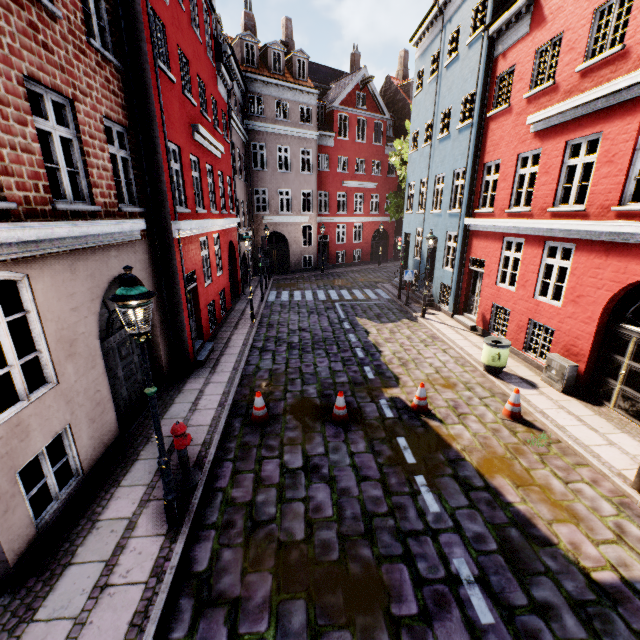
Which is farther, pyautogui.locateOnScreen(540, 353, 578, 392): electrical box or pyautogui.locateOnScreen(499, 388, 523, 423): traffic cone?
pyautogui.locateOnScreen(540, 353, 578, 392): electrical box

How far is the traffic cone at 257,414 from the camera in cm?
747

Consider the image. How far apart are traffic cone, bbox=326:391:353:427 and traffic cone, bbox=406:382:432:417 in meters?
1.4

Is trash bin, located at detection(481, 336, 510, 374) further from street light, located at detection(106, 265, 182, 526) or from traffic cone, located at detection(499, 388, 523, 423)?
street light, located at detection(106, 265, 182, 526)

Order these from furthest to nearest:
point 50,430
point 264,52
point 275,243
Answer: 1. point 275,243
2. point 264,52
3. point 50,430

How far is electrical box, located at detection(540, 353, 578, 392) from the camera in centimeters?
847cm

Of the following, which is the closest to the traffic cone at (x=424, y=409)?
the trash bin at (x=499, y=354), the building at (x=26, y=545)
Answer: the trash bin at (x=499, y=354)

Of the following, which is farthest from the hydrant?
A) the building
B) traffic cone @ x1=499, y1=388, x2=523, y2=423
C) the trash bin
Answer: the trash bin
